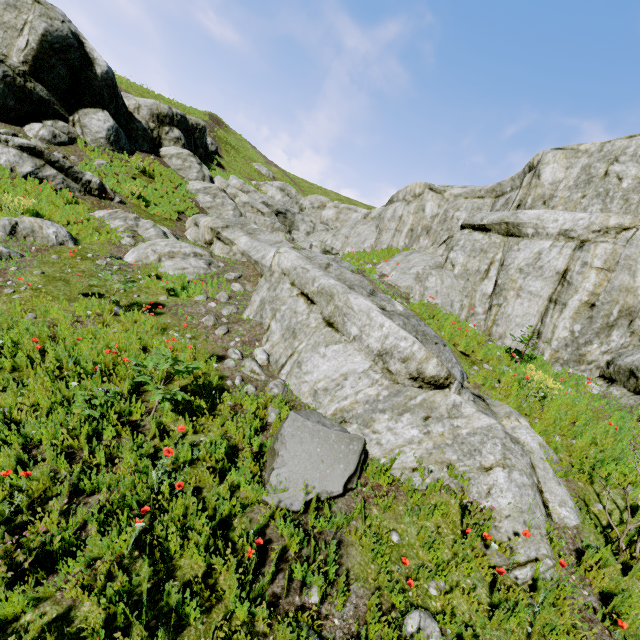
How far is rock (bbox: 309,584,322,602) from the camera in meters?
3.2 m

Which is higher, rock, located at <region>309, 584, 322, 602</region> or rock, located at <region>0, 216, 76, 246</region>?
rock, located at <region>0, 216, 76, 246</region>

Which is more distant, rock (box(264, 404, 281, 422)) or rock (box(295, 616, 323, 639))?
rock (box(264, 404, 281, 422))

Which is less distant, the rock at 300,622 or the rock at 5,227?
the rock at 300,622

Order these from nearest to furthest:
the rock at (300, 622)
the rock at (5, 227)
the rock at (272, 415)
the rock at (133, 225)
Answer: the rock at (300, 622)
the rock at (272, 415)
the rock at (5, 227)
the rock at (133, 225)

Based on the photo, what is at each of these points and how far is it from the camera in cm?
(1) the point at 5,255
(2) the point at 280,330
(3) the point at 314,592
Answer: (1) rock, 804
(2) rock, 749
(3) rock, 326
